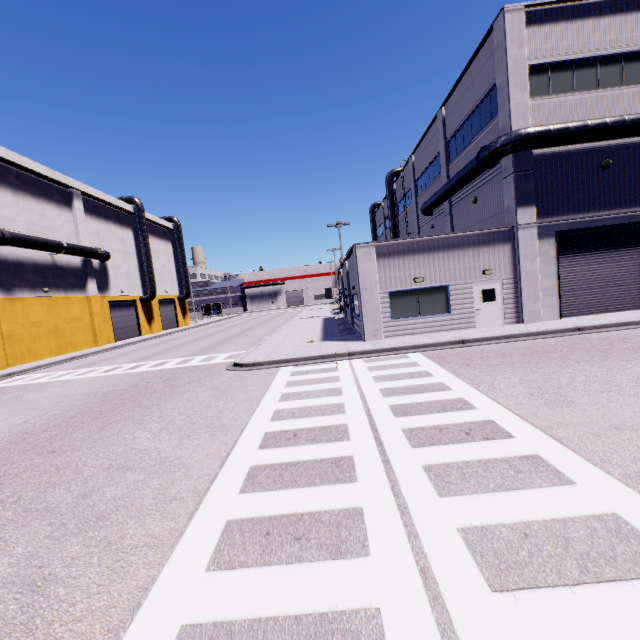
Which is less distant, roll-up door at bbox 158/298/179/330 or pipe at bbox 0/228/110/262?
Result: pipe at bbox 0/228/110/262

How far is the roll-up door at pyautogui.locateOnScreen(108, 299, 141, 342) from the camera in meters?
34.7 m

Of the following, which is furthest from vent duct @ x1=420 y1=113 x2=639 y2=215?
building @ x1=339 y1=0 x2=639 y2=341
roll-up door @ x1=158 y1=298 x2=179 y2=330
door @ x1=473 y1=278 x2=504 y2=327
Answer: roll-up door @ x1=158 y1=298 x2=179 y2=330

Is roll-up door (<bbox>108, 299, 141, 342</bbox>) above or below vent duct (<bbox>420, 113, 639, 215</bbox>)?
below

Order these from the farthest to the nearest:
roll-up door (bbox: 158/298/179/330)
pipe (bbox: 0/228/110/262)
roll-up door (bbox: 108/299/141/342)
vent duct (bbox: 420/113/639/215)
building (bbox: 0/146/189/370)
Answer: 1. roll-up door (bbox: 158/298/179/330)
2. roll-up door (bbox: 108/299/141/342)
3. building (bbox: 0/146/189/370)
4. pipe (bbox: 0/228/110/262)
5. vent duct (bbox: 420/113/639/215)

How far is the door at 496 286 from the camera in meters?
16.3 m

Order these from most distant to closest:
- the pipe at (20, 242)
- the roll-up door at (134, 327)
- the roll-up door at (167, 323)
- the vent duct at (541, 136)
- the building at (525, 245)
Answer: the roll-up door at (167, 323)
the roll-up door at (134, 327)
the pipe at (20, 242)
the building at (525, 245)
the vent duct at (541, 136)

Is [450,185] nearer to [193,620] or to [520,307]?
[520,307]
